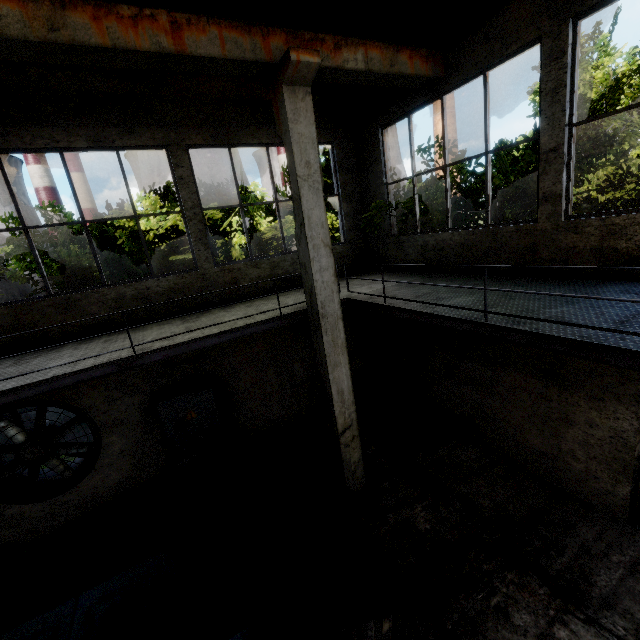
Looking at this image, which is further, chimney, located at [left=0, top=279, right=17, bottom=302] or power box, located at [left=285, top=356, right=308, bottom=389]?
chimney, located at [left=0, top=279, right=17, bottom=302]

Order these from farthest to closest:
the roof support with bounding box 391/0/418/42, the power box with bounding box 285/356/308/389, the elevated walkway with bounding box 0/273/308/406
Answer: the power box with bounding box 285/356/308/389, the roof support with bounding box 391/0/418/42, the elevated walkway with bounding box 0/273/308/406

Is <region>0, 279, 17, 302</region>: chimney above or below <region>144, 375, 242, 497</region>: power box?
above

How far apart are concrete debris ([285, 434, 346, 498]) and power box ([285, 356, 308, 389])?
1.43m

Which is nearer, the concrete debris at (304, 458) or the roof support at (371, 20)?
the roof support at (371, 20)

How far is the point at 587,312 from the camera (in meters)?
3.59

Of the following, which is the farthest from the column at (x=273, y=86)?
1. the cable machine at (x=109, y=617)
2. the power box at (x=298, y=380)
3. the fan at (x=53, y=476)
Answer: the fan at (x=53, y=476)

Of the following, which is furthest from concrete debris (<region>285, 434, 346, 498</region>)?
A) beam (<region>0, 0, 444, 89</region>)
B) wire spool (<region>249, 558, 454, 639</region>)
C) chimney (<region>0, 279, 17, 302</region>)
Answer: chimney (<region>0, 279, 17, 302</region>)
